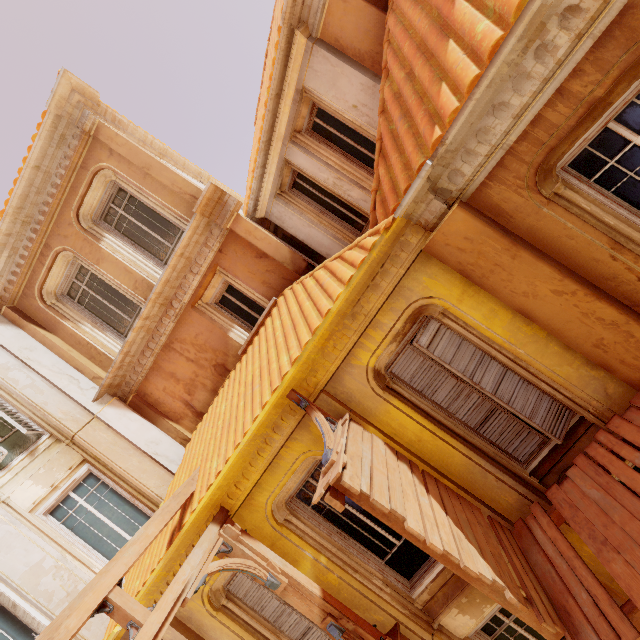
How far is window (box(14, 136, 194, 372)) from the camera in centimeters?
740cm

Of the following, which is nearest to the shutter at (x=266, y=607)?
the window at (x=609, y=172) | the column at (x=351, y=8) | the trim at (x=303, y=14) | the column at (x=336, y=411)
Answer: the column at (x=336, y=411)

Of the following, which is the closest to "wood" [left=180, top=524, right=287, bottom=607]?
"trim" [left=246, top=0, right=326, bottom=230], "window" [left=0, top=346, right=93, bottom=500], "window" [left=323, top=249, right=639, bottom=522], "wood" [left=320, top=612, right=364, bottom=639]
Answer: "wood" [left=320, top=612, right=364, bottom=639]

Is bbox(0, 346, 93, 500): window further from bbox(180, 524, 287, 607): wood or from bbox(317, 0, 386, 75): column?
bbox(317, 0, 386, 75): column

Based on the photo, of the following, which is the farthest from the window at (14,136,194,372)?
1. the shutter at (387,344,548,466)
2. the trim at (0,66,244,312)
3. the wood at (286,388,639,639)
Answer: the shutter at (387,344,548,466)

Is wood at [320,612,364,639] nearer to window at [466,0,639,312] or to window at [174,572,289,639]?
window at [174,572,289,639]

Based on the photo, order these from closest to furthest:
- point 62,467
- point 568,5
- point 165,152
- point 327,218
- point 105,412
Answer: point 568,5
point 62,467
point 105,412
point 327,218
point 165,152

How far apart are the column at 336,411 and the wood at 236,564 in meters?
2.1 m
